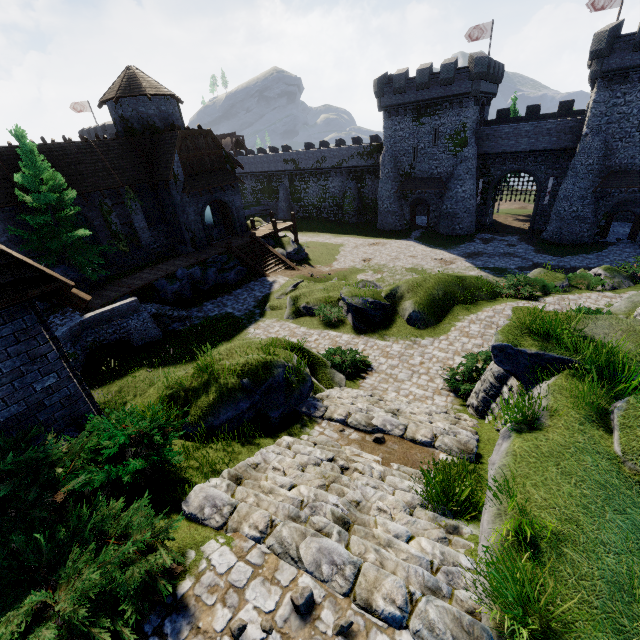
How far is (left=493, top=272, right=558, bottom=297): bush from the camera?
18.38m

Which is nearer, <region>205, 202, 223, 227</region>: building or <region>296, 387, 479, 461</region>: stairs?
<region>296, 387, 479, 461</region>: stairs

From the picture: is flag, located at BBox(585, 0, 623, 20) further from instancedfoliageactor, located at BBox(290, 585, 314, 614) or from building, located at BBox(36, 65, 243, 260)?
instancedfoliageactor, located at BBox(290, 585, 314, 614)

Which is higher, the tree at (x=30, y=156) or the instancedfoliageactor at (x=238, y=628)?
the tree at (x=30, y=156)

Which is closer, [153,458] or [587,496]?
[587,496]

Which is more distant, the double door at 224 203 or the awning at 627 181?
the awning at 627 181

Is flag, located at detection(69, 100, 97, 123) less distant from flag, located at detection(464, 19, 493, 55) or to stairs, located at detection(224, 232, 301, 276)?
stairs, located at detection(224, 232, 301, 276)

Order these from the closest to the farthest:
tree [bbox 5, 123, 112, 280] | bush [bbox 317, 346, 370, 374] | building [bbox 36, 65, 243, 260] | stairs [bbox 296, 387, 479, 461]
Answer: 1. stairs [bbox 296, 387, 479, 461]
2. bush [bbox 317, 346, 370, 374]
3. tree [bbox 5, 123, 112, 280]
4. building [bbox 36, 65, 243, 260]
